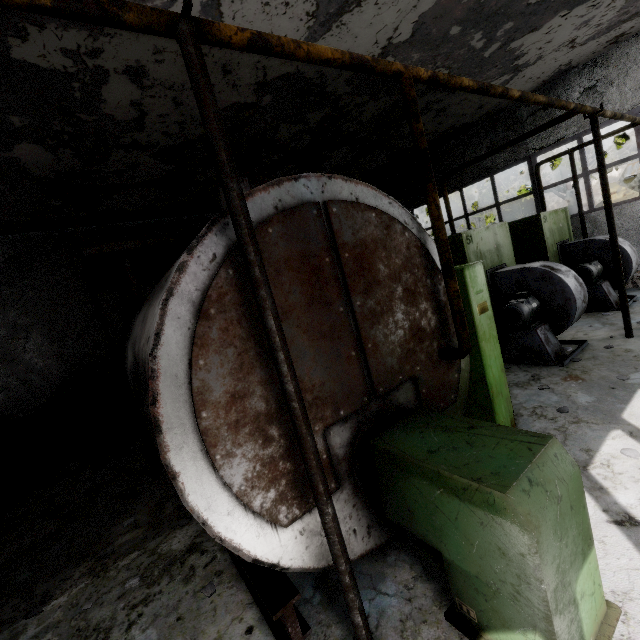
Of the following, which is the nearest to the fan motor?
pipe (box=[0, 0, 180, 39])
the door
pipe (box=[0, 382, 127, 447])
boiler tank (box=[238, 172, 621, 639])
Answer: pipe (box=[0, 0, 180, 39])

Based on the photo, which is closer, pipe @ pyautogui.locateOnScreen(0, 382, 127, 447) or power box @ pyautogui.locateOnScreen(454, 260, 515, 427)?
power box @ pyautogui.locateOnScreen(454, 260, 515, 427)

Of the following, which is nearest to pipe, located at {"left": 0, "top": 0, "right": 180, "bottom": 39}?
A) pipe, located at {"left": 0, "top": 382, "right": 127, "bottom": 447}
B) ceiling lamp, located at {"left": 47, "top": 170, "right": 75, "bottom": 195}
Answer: pipe, located at {"left": 0, "top": 382, "right": 127, "bottom": 447}

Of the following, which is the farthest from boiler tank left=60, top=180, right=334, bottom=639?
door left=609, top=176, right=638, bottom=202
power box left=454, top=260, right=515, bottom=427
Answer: door left=609, top=176, right=638, bottom=202

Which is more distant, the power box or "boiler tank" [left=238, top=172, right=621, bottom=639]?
the power box

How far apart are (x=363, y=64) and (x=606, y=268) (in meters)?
9.56

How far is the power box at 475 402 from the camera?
4.2 meters

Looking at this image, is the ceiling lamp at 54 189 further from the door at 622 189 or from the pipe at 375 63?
the door at 622 189
